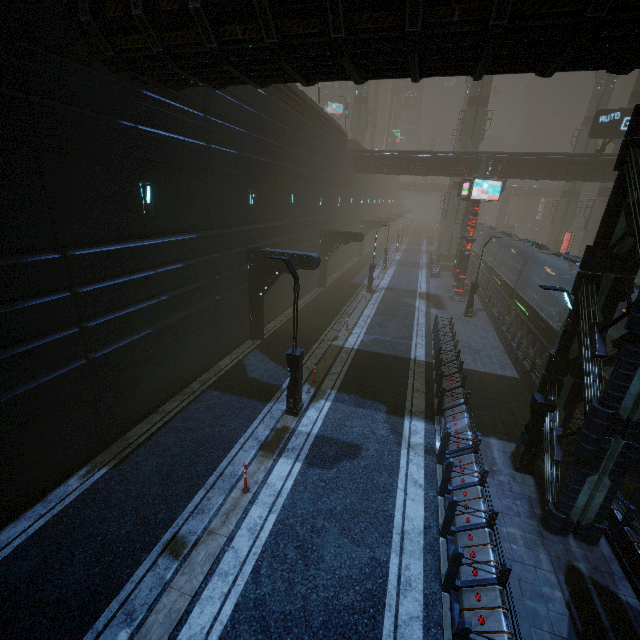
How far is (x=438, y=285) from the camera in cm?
3130

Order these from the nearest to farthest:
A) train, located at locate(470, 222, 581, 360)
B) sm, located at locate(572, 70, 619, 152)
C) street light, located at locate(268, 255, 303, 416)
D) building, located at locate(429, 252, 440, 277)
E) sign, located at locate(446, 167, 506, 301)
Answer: street light, located at locate(268, 255, 303, 416)
train, located at locate(470, 222, 581, 360)
sign, located at locate(446, 167, 506, 301)
building, located at locate(429, 252, 440, 277)
sm, located at locate(572, 70, 619, 152)

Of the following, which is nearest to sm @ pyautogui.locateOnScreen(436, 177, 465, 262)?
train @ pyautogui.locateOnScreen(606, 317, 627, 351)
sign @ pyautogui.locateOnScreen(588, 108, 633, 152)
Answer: train @ pyautogui.locateOnScreen(606, 317, 627, 351)

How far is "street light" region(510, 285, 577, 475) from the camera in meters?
8.1

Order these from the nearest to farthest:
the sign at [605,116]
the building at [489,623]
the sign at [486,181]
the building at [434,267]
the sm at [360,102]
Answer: the building at [489,623], the sign at [486,181], the sign at [605,116], the building at [434,267], the sm at [360,102]

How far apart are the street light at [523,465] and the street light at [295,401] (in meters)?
6.62

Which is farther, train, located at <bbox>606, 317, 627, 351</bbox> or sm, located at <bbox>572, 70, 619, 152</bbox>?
sm, located at <bbox>572, 70, 619, 152</bbox>

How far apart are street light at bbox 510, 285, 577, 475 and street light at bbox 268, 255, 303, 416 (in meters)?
6.62
